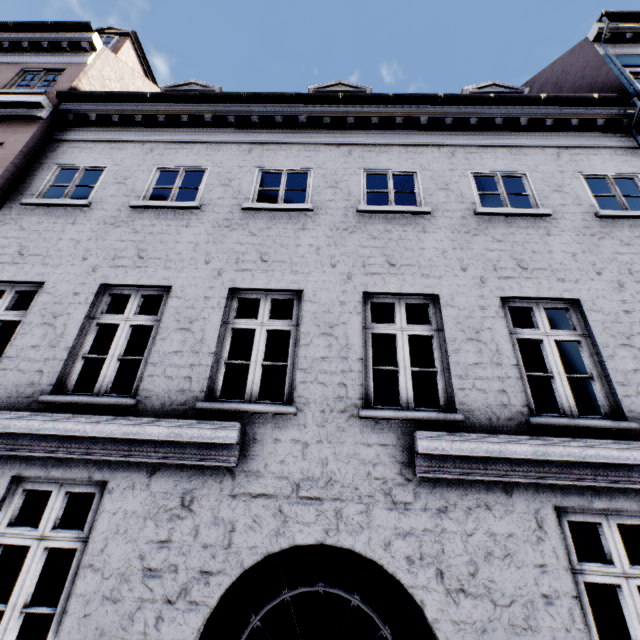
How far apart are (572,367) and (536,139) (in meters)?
5.37
